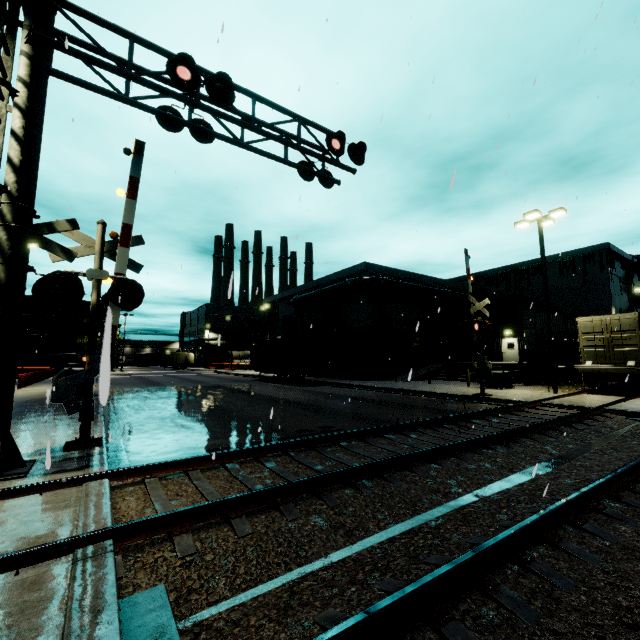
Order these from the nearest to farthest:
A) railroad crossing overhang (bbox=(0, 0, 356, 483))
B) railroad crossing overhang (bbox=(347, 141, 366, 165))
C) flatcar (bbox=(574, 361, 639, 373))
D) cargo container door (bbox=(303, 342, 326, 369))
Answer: railroad crossing overhang (bbox=(0, 0, 356, 483)), railroad crossing overhang (bbox=(347, 141, 366, 165)), flatcar (bbox=(574, 361, 639, 373)), cargo container door (bbox=(303, 342, 326, 369))

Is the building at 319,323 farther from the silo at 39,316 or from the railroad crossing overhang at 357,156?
the railroad crossing overhang at 357,156

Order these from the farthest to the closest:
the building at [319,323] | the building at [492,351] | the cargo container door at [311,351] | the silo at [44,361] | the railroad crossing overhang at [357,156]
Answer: the silo at [44,361], the building at [319,323], the building at [492,351], the cargo container door at [311,351], the railroad crossing overhang at [357,156]

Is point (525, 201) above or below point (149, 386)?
above

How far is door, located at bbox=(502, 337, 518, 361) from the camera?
31.8 meters

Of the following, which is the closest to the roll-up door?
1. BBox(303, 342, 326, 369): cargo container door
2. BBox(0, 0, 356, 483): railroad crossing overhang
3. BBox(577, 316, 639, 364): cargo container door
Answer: BBox(303, 342, 326, 369): cargo container door

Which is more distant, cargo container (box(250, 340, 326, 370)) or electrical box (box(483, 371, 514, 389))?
cargo container (box(250, 340, 326, 370))

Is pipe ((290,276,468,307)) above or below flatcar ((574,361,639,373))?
above
